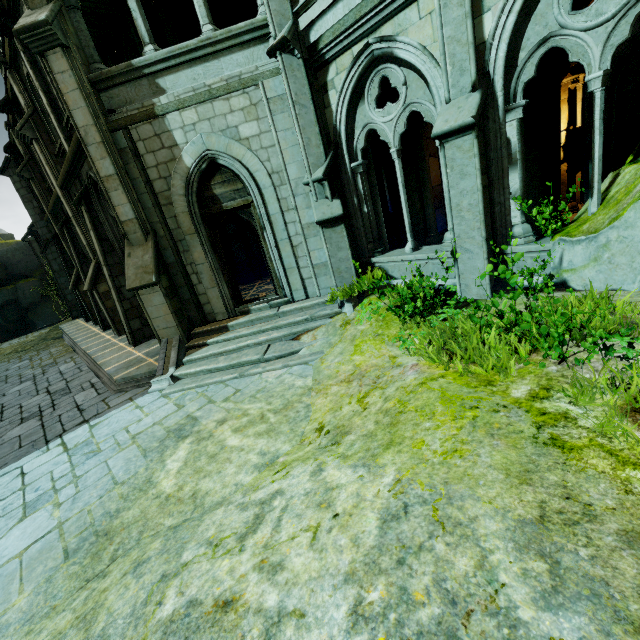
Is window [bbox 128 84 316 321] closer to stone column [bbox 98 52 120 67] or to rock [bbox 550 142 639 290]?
rock [bbox 550 142 639 290]

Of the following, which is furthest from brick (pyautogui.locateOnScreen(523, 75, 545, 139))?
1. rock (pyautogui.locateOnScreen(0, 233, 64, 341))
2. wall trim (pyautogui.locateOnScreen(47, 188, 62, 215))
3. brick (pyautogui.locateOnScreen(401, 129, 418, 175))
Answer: rock (pyautogui.locateOnScreen(0, 233, 64, 341))

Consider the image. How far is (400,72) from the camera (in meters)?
5.91

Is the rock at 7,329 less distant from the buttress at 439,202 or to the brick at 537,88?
the buttress at 439,202

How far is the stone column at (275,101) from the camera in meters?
6.7

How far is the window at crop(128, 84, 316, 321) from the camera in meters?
7.2

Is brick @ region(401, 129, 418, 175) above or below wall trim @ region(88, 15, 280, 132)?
below

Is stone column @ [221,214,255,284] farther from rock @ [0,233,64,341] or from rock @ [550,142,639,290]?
rock @ [0,233,64,341]
